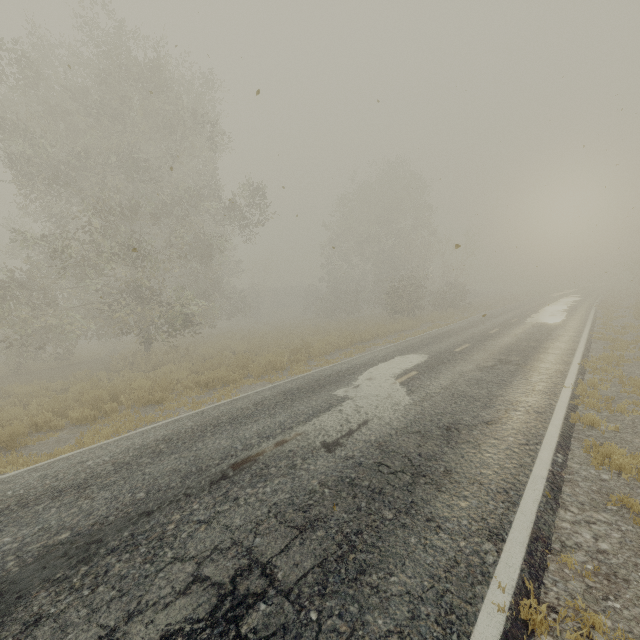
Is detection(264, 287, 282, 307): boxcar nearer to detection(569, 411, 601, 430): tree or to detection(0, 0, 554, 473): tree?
detection(0, 0, 554, 473): tree

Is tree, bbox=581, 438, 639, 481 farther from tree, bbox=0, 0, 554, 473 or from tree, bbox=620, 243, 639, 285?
tree, bbox=620, 243, 639, 285

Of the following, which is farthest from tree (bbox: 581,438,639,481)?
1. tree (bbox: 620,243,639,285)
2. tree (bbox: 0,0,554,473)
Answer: tree (bbox: 620,243,639,285)

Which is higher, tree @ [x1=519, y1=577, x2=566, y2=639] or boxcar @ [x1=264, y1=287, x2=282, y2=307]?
boxcar @ [x1=264, y1=287, x2=282, y2=307]

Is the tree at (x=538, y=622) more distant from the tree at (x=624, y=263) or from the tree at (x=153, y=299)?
the tree at (x=624, y=263)

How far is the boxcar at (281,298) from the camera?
57.47m

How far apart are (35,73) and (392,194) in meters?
31.8 m
